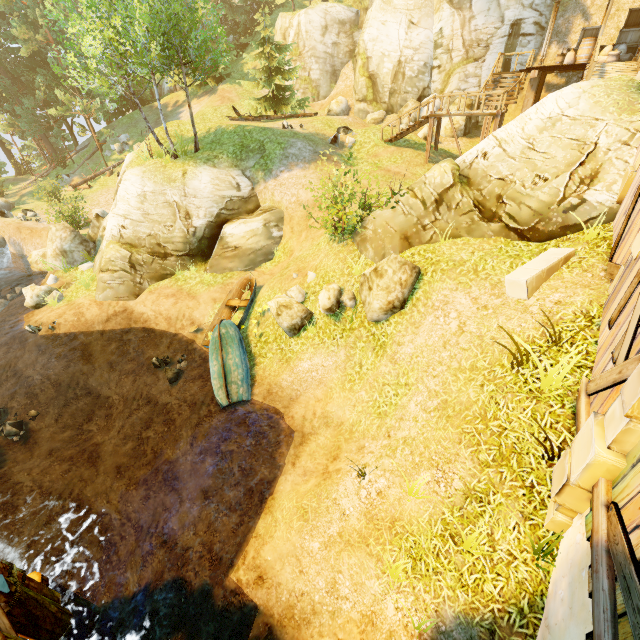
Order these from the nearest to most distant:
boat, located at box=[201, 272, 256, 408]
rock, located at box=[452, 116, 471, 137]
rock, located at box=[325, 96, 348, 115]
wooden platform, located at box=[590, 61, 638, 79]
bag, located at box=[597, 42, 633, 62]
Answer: boat, located at box=[201, 272, 256, 408]
wooden platform, located at box=[590, 61, 638, 79]
bag, located at box=[597, 42, 633, 62]
rock, located at box=[452, 116, 471, 137]
rock, located at box=[325, 96, 348, 115]

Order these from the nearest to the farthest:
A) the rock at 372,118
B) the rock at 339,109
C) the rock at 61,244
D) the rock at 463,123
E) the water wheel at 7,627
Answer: the water wheel at 7,627, the rock at 61,244, the rock at 463,123, the rock at 372,118, the rock at 339,109

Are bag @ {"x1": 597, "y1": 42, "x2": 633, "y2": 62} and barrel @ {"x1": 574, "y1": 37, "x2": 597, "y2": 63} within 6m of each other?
yes

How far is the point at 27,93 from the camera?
29.4 meters

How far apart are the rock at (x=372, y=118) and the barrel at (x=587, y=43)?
11.15m

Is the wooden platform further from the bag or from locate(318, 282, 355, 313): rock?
locate(318, 282, 355, 313): rock

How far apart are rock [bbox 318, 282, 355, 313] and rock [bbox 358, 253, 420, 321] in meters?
0.1 m

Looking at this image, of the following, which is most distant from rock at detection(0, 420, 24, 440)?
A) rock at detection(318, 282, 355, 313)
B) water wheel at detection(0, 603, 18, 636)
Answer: rock at detection(318, 282, 355, 313)
